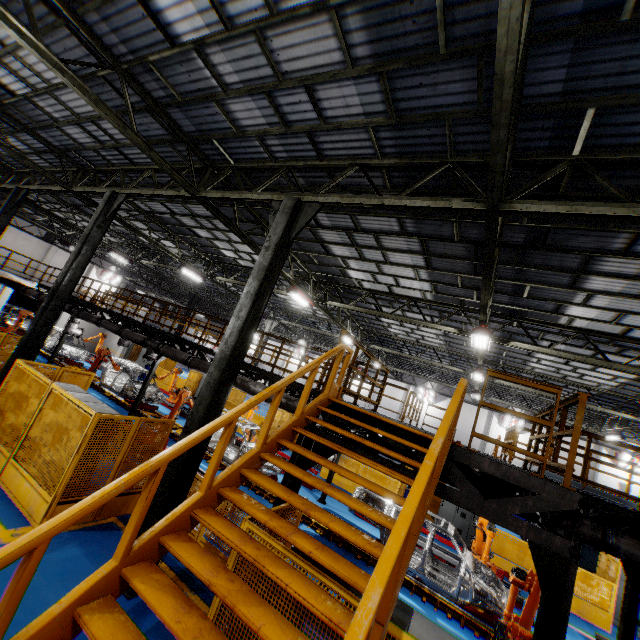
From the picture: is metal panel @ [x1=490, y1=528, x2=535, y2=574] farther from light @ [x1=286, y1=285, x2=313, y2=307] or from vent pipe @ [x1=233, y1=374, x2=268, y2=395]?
light @ [x1=286, y1=285, x2=313, y2=307]

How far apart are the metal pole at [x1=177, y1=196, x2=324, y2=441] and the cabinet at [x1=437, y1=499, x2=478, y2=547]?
13.5 meters

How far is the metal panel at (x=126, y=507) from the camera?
6.8 meters

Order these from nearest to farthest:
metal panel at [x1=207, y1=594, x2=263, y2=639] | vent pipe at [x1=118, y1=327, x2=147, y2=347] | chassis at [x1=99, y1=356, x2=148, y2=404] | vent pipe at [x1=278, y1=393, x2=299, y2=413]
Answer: metal panel at [x1=207, y1=594, x2=263, y2=639] < vent pipe at [x1=278, y1=393, x2=299, y2=413] < vent pipe at [x1=118, y1=327, x2=147, y2=347] < chassis at [x1=99, y1=356, x2=148, y2=404]

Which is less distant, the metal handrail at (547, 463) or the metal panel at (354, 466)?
the metal handrail at (547, 463)

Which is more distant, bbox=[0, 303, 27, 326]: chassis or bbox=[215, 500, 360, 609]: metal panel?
bbox=[0, 303, 27, 326]: chassis

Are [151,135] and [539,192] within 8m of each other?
no

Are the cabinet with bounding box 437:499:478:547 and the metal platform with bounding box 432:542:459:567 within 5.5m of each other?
yes
